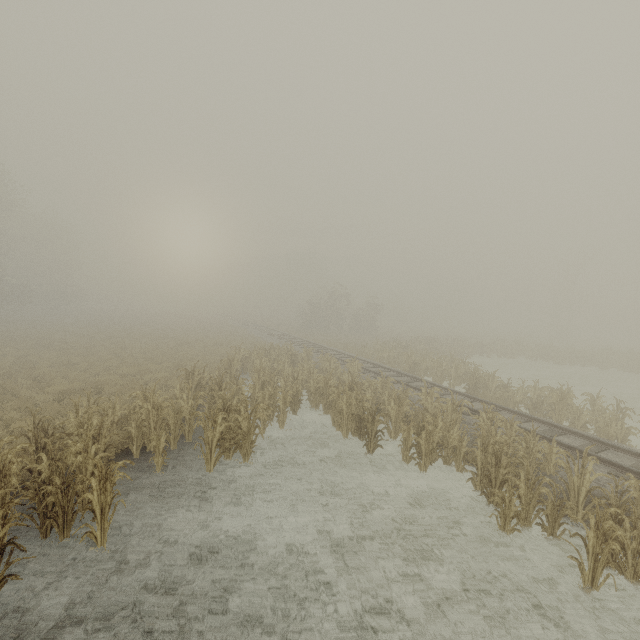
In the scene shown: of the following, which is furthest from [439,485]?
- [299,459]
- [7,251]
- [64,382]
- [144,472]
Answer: [7,251]
